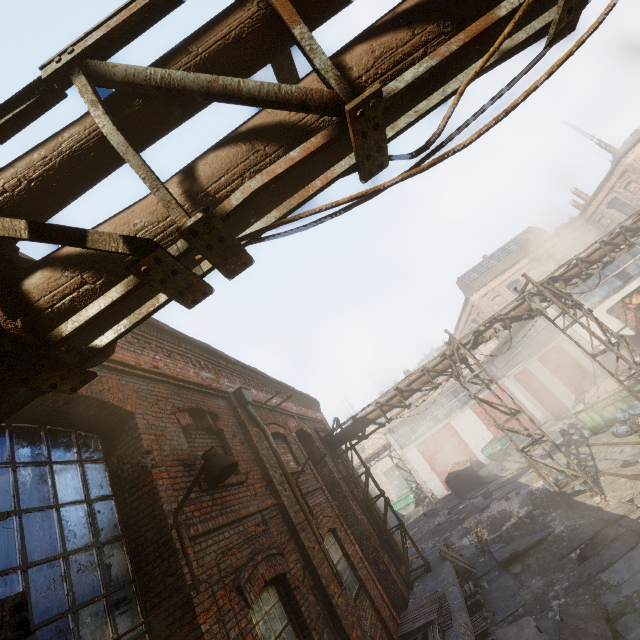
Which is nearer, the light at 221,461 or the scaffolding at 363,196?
the scaffolding at 363,196

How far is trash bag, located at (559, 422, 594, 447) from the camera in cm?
1636

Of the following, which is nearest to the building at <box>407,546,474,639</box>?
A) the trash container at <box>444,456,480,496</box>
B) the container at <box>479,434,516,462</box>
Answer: the trash container at <box>444,456,480,496</box>

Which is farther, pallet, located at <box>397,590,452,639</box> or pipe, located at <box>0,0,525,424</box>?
pallet, located at <box>397,590,452,639</box>

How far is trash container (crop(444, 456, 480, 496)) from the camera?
22.4 meters

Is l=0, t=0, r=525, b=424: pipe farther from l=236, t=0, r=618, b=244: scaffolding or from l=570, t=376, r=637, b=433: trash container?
l=570, t=376, r=637, b=433: trash container

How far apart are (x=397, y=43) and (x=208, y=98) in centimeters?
104cm

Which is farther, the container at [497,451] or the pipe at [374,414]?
the container at [497,451]
